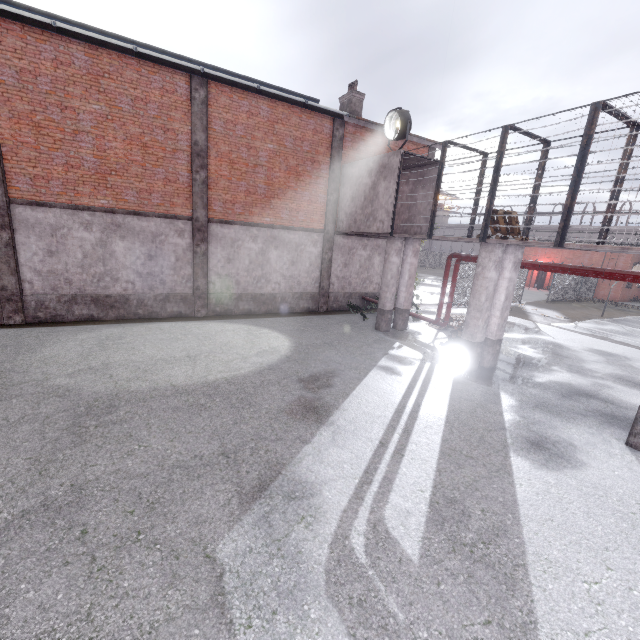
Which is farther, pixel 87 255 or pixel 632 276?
pixel 87 255

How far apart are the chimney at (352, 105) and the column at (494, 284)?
11.4m

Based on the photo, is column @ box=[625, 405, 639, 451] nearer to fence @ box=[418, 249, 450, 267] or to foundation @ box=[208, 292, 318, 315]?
fence @ box=[418, 249, 450, 267]

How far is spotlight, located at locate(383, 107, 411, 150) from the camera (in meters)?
11.45

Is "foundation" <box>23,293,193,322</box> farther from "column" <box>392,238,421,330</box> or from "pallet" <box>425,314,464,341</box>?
"pallet" <box>425,314,464,341</box>

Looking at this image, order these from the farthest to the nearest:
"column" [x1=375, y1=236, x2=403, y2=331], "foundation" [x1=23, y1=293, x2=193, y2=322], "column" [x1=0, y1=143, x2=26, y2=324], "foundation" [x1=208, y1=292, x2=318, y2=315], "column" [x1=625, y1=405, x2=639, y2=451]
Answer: "foundation" [x1=208, y1=292, x2=318, y2=315] → "column" [x1=375, y1=236, x2=403, y2=331] → "foundation" [x1=23, y1=293, x2=193, y2=322] → "column" [x1=0, y1=143, x2=26, y2=324] → "column" [x1=625, y1=405, x2=639, y2=451]

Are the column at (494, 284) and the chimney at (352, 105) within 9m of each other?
no

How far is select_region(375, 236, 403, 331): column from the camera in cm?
1300
